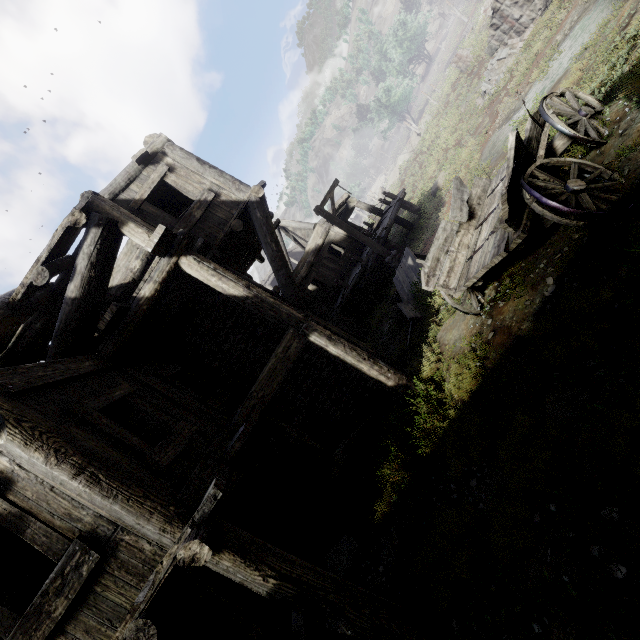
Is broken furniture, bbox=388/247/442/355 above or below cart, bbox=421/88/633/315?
below

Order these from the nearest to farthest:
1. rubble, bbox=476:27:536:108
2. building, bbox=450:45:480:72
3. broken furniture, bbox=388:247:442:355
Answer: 1. broken furniture, bbox=388:247:442:355
2. rubble, bbox=476:27:536:108
3. building, bbox=450:45:480:72

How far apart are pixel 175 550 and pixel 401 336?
8.2m

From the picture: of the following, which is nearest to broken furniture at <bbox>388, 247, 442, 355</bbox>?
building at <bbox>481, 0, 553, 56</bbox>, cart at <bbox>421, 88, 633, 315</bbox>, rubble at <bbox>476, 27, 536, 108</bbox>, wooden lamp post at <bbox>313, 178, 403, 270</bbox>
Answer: wooden lamp post at <bbox>313, 178, 403, 270</bbox>

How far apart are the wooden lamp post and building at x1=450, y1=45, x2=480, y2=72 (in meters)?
16.88

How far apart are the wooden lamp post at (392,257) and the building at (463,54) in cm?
1688

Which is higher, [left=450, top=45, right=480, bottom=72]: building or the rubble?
[left=450, top=45, right=480, bottom=72]: building

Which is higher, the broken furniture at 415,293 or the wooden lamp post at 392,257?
the wooden lamp post at 392,257
